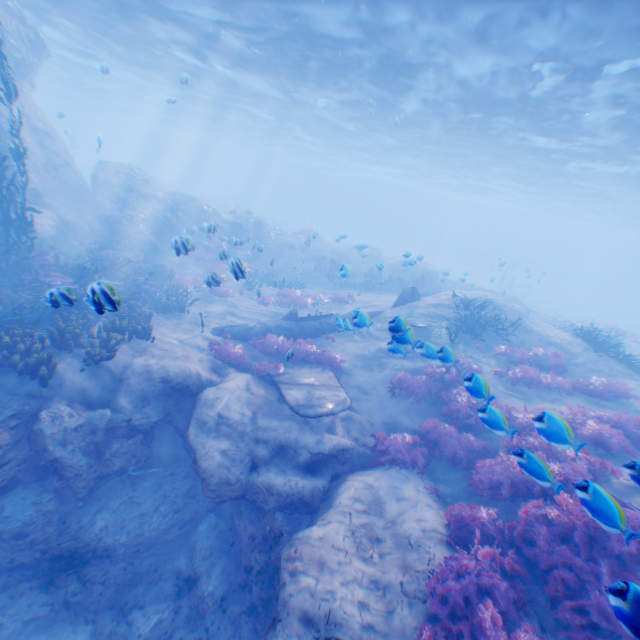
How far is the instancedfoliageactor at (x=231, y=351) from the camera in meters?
11.1

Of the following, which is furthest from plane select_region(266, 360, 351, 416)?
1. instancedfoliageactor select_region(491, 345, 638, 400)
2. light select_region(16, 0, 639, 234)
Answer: light select_region(16, 0, 639, 234)

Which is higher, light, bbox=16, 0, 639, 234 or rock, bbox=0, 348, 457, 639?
light, bbox=16, 0, 639, 234

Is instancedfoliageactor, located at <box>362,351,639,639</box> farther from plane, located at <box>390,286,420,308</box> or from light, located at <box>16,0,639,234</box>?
light, located at <box>16,0,639,234</box>

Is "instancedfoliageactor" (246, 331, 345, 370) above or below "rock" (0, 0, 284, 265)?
below

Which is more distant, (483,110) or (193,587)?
(483,110)

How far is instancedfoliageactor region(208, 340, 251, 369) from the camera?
11.13m

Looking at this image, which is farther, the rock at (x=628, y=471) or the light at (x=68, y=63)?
the light at (x=68, y=63)
